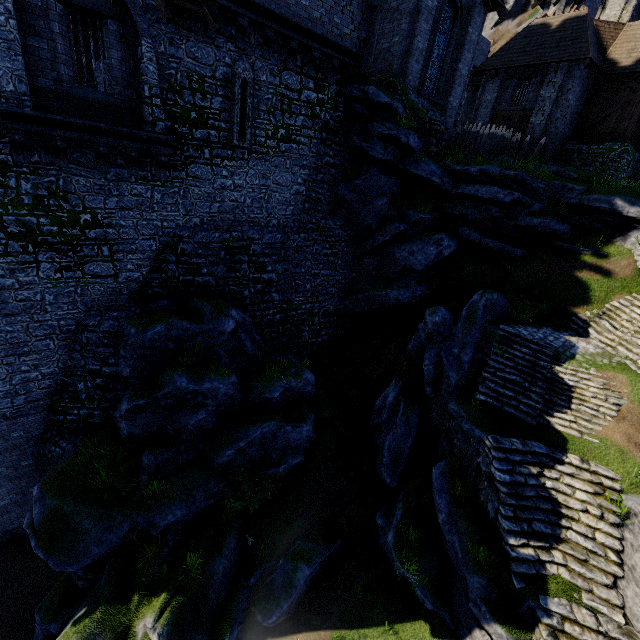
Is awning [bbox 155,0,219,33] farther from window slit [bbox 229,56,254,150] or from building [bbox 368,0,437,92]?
building [bbox 368,0,437,92]

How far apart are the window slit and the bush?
12.3m

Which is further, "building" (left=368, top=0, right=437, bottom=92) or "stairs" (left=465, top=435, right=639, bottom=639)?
"building" (left=368, top=0, right=437, bottom=92)

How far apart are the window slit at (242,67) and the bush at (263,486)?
12.26m

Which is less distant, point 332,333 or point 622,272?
point 622,272

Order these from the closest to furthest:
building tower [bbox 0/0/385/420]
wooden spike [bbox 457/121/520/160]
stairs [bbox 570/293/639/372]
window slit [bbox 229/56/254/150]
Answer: building tower [bbox 0/0/385/420]
window slit [bbox 229/56/254/150]
stairs [bbox 570/293/639/372]
wooden spike [bbox 457/121/520/160]

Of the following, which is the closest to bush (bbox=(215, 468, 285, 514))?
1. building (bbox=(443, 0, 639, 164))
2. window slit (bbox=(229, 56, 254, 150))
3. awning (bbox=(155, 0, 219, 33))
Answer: window slit (bbox=(229, 56, 254, 150))

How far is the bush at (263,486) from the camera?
11.7 meters
